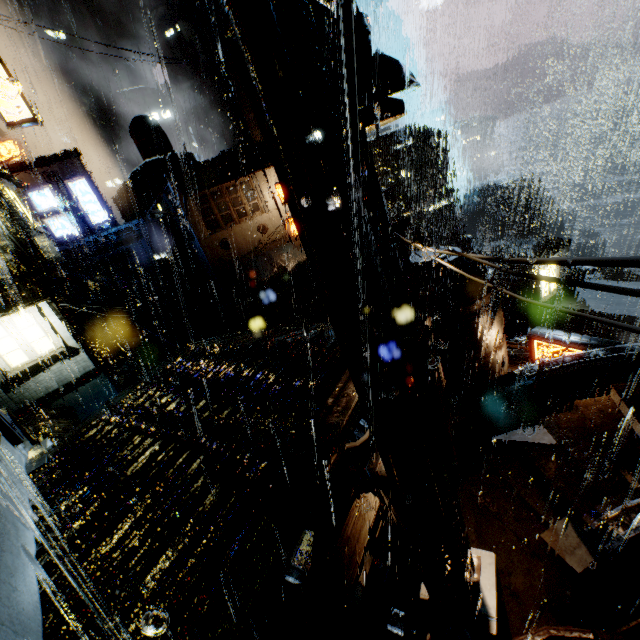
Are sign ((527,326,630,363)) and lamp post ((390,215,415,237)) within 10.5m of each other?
yes

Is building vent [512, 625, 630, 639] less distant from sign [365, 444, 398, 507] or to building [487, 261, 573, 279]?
building [487, 261, 573, 279]

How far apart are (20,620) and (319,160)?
6.82m

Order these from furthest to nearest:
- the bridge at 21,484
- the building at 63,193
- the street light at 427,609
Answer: the building at 63,193 < the street light at 427,609 < the bridge at 21,484

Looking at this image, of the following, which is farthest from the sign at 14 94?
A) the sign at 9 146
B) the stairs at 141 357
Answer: the sign at 9 146

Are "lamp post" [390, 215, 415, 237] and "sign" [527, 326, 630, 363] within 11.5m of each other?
yes

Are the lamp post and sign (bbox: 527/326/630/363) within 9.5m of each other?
yes

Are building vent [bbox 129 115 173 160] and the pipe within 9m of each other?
no
